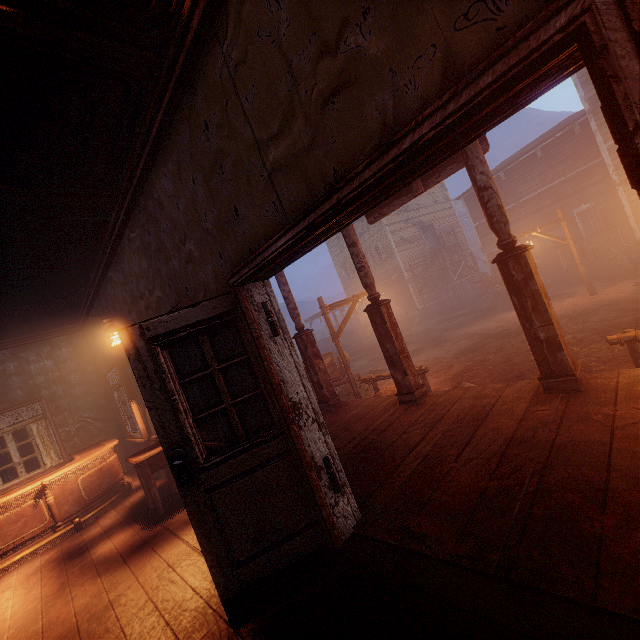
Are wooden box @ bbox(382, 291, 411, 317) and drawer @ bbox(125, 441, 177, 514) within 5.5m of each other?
no

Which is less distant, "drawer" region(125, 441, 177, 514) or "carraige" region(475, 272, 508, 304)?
"drawer" region(125, 441, 177, 514)

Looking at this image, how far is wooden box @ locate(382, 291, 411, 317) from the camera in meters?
24.9 m

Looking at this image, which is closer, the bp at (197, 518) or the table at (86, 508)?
the bp at (197, 518)

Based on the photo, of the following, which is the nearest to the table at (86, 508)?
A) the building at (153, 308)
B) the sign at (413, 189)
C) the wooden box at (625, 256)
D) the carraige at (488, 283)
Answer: the building at (153, 308)

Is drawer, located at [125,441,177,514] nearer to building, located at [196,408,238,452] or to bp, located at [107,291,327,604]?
building, located at [196,408,238,452]

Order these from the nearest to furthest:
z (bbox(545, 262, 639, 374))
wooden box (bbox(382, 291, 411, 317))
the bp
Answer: the bp
z (bbox(545, 262, 639, 374))
wooden box (bbox(382, 291, 411, 317))

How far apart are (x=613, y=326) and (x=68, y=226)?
11.1m
